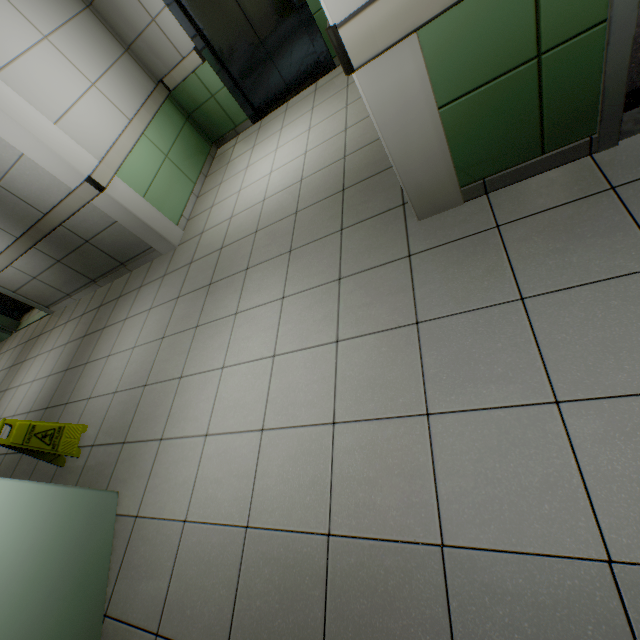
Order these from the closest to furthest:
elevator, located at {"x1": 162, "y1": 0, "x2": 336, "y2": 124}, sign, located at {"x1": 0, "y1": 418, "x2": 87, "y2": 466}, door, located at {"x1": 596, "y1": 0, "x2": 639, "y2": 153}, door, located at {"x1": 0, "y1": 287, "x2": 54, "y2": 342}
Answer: door, located at {"x1": 596, "y1": 0, "x2": 639, "y2": 153} < sign, located at {"x1": 0, "y1": 418, "x2": 87, "y2": 466} < elevator, located at {"x1": 162, "y1": 0, "x2": 336, "y2": 124} < door, located at {"x1": 0, "y1": 287, "x2": 54, "y2": 342}

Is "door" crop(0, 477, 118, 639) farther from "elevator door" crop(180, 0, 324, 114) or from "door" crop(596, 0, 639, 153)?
"elevator door" crop(180, 0, 324, 114)

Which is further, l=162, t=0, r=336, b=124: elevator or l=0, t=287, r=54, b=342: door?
l=0, t=287, r=54, b=342: door

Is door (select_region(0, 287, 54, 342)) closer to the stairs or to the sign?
the sign

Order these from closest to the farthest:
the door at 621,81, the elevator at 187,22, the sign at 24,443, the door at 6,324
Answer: the door at 621,81, the sign at 24,443, the elevator at 187,22, the door at 6,324

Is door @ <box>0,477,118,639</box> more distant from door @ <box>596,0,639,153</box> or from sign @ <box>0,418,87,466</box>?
door @ <box>596,0,639,153</box>

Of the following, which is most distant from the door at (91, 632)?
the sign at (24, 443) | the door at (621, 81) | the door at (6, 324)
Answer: the door at (6, 324)

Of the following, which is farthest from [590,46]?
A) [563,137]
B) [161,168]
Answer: [161,168]
